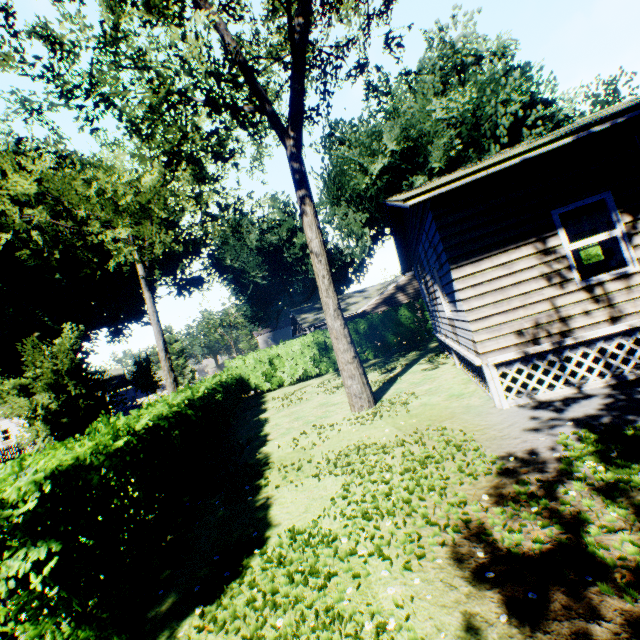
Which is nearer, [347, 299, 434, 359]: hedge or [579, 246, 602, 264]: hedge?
[579, 246, 602, 264]: hedge

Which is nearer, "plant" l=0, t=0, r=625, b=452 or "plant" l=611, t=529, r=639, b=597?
"plant" l=611, t=529, r=639, b=597

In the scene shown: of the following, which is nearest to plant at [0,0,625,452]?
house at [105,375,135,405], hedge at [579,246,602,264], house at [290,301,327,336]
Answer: house at [105,375,135,405]

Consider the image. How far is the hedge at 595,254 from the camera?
19.9 meters

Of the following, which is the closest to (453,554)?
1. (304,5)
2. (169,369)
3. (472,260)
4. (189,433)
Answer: (472,260)

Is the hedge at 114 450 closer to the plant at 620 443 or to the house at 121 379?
the plant at 620 443

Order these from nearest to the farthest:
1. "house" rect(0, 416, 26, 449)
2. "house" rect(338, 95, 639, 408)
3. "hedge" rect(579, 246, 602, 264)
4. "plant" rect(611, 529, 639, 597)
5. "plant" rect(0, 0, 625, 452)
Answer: "plant" rect(611, 529, 639, 597) → "house" rect(338, 95, 639, 408) → "plant" rect(0, 0, 625, 452) → "hedge" rect(579, 246, 602, 264) → "house" rect(0, 416, 26, 449)
